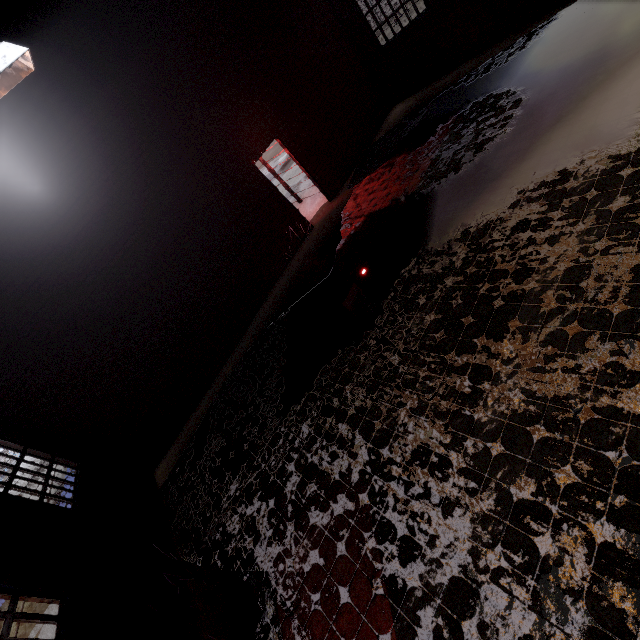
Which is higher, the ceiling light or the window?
the ceiling light

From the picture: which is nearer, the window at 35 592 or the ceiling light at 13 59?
the ceiling light at 13 59

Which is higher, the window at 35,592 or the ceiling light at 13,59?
the ceiling light at 13,59

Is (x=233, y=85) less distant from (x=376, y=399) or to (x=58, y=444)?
(x=376, y=399)

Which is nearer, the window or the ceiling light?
the ceiling light
